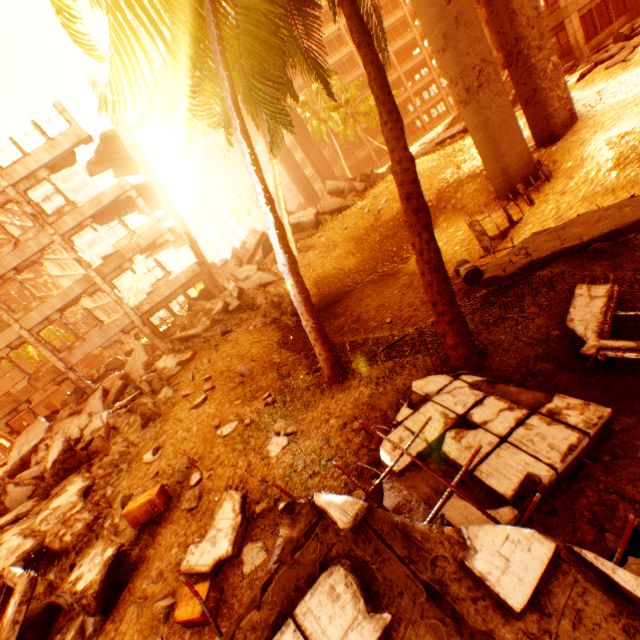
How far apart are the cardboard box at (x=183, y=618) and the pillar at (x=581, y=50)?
29.7m

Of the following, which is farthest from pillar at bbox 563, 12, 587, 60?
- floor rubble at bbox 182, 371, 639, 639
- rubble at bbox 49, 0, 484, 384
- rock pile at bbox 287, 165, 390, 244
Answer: floor rubble at bbox 182, 371, 639, 639

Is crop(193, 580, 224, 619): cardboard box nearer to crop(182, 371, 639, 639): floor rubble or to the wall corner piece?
crop(182, 371, 639, 639): floor rubble

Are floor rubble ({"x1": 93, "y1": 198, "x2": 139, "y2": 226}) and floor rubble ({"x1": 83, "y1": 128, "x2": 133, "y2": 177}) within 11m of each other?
yes

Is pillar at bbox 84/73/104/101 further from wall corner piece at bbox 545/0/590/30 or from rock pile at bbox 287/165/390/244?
wall corner piece at bbox 545/0/590/30

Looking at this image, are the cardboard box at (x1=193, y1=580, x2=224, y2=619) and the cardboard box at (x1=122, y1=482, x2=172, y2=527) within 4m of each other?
yes

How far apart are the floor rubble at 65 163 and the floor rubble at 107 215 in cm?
248

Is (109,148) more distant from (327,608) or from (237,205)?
(237,205)
